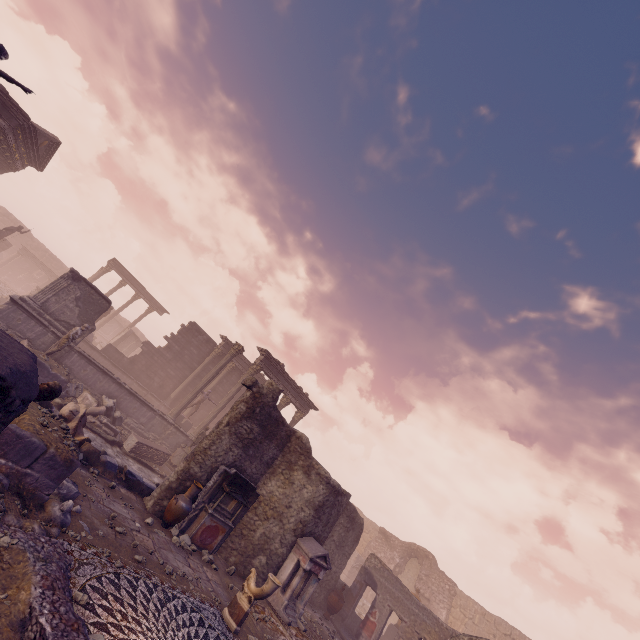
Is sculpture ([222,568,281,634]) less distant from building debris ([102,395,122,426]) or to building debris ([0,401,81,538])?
building debris ([0,401,81,538])

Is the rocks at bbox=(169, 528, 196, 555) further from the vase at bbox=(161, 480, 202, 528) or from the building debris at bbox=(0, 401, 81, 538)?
the building debris at bbox=(0, 401, 81, 538)

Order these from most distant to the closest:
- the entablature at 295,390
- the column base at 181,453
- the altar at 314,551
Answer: the entablature at 295,390 → the column base at 181,453 → the altar at 314,551

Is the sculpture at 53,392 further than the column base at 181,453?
No

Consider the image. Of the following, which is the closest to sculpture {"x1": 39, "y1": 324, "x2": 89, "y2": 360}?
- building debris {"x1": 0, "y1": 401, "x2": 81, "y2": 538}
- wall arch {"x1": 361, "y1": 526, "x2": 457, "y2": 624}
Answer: building debris {"x1": 0, "y1": 401, "x2": 81, "y2": 538}

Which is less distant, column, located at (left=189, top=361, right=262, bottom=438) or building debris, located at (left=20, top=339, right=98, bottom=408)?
building debris, located at (left=20, top=339, right=98, bottom=408)

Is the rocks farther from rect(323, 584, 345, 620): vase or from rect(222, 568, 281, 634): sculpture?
rect(323, 584, 345, 620): vase

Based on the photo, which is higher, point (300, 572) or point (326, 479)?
point (326, 479)
